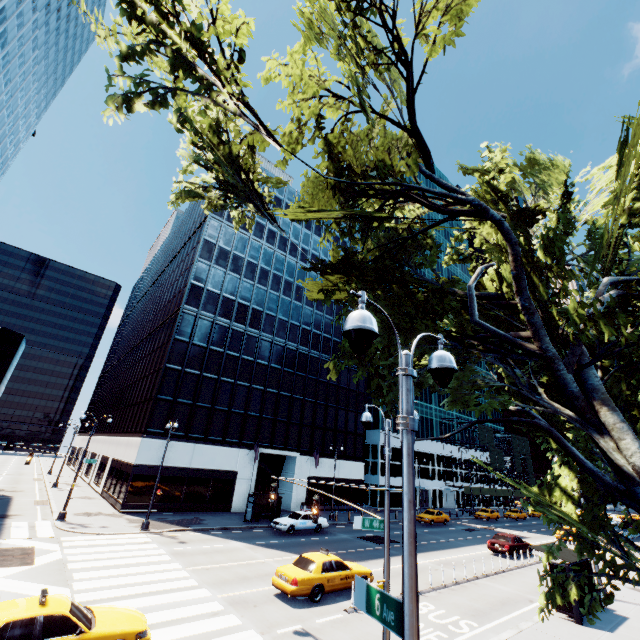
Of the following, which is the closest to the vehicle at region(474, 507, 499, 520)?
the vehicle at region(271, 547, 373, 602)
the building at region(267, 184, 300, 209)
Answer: the building at region(267, 184, 300, 209)

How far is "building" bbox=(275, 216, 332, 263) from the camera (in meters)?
48.50

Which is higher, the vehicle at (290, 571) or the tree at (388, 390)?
the tree at (388, 390)

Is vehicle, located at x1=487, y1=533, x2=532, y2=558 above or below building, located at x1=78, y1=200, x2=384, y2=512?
below

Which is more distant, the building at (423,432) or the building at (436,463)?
the building at (423,432)

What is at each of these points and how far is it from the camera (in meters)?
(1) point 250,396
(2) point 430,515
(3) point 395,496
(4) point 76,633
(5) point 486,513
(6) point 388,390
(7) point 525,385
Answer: (1) building, 37.47
(2) vehicle, 38.94
(3) building, 50.22
(4) vehicle, 8.02
(5) vehicle, 47.97
(6) tree, 11.50
(7) tree, 10.61

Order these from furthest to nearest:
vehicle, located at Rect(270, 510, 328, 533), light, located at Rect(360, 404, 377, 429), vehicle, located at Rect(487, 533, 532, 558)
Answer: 1. vehicle, located at Rect(270, 510, 328, 533)
2. vehicle, located at Rect(487, 533, 532, 558)
3. light, located at Rect(360, 404, 377, 429)

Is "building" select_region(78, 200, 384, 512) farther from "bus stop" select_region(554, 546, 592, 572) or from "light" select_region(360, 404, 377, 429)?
"bus stop" select_region(554, 546, 592, 572)
